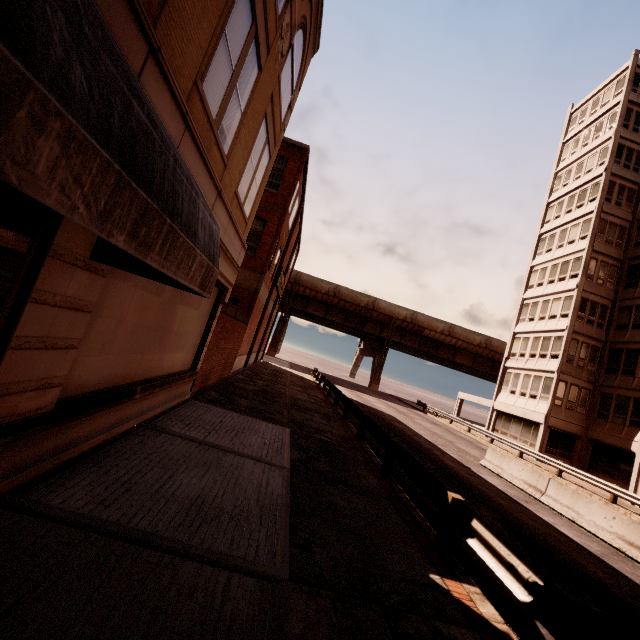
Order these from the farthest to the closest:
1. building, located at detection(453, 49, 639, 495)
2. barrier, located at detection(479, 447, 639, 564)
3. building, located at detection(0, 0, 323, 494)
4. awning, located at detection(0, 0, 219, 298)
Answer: building, located at detection(453, 49, 639, 495)
barrier, located at detection(479, 447, 639, 564)
building, located at detection(0, 0, 323, 494)
awning, located at detection(0, 0, 219, 298)

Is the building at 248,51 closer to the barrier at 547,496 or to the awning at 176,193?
the awning at 176,193

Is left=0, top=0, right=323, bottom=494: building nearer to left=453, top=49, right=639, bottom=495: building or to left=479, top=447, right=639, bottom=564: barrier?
left=479, top=447, right=639, bottom=564: barrier

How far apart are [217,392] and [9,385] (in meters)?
9.75

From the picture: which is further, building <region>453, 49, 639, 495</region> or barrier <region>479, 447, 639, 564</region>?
building <region>453, 49, 639, 495</region>

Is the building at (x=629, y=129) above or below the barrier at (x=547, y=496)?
above

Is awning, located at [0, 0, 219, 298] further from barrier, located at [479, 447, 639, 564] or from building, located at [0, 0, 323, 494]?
barrier, located at [479, 447, 639, 564]

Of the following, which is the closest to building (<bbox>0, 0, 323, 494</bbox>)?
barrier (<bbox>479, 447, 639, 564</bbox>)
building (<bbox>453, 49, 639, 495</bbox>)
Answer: barrier (<bbox>479, 447, 639, 564</bbox>)
